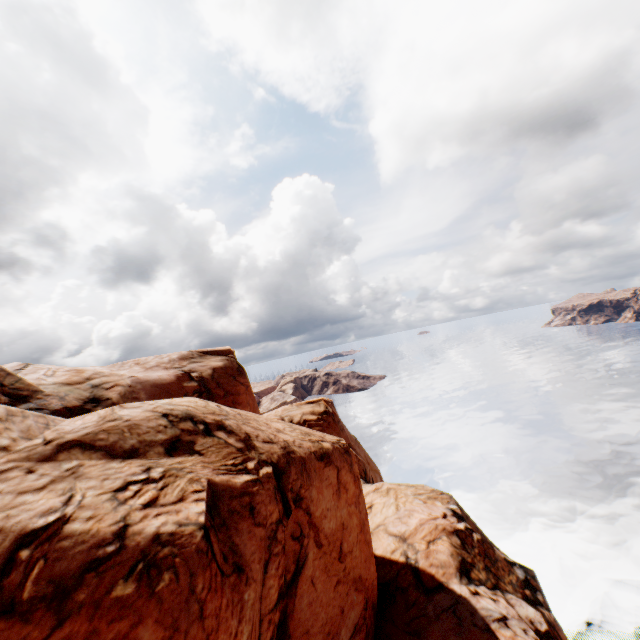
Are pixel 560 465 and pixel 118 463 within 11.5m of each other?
no
